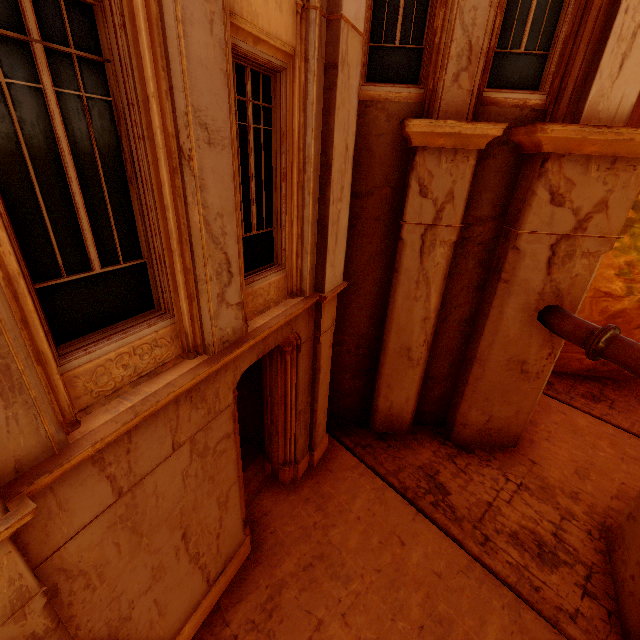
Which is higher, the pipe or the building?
the pipe

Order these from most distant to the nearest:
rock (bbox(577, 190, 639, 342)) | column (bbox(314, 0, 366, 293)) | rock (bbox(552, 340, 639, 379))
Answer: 1. rock (bbox(552, 340, 639, 379))
2. rock (bbox(577, 190, 639, 342))
3. column (bbox(314, 0, 366, 293))

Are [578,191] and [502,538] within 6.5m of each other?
no

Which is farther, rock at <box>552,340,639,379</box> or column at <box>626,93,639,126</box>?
rock at <box>552,340,639,379</box>

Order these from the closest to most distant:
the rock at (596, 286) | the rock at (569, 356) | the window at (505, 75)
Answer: the window at (505, 75) → the rock at (596, 286) → the rock at (569, 356)

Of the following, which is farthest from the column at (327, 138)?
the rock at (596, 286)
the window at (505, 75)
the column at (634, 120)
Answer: the rock at (596, 286)

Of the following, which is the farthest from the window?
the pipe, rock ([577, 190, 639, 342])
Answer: rock ([577, 190, 639, 342])

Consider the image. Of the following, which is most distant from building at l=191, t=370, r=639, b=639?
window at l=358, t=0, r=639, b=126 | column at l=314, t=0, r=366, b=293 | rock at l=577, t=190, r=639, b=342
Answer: window at l=358, t=0, r=639, b=126
